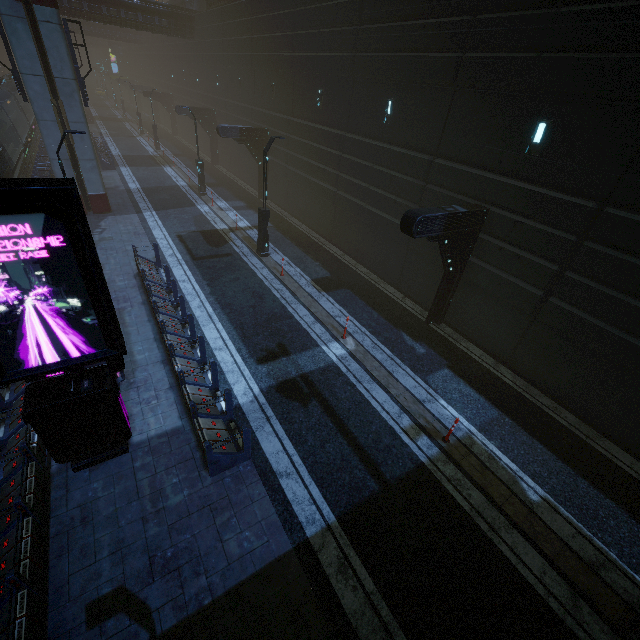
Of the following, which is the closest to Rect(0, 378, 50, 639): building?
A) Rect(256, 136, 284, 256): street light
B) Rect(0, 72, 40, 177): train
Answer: Rect(0, 72, 40, 177): train

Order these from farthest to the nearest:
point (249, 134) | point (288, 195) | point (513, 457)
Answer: point (288, 195), point (249, 134), point (513, 457)

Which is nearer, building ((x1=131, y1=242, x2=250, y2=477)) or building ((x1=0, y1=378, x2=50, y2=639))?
building ((x1=0, y1=378, x2=50, y2=639))

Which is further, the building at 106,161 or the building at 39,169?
the building at 106,161

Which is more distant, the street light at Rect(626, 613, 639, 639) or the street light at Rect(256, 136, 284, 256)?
the street light at Rect(256, 136, 284, 256)

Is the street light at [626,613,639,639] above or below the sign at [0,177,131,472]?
below

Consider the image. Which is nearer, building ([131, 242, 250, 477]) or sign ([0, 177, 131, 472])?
sign ([0, 177, 131, 472])

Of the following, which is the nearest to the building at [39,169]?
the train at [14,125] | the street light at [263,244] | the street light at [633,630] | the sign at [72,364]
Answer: the train at [14,125]
